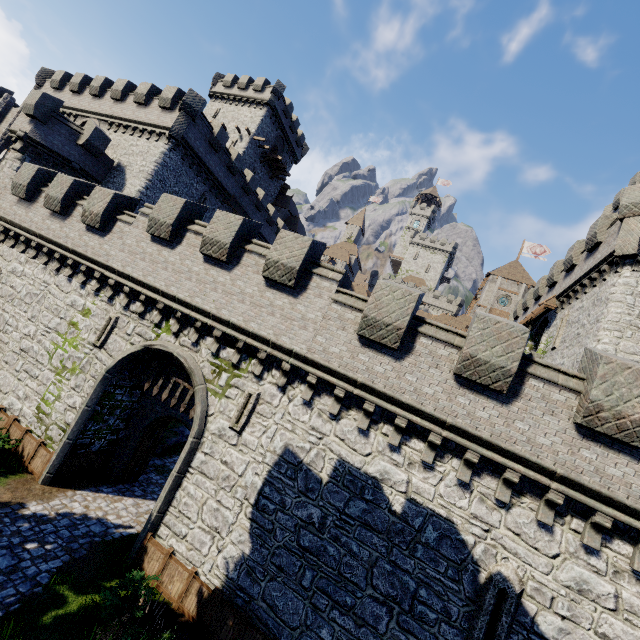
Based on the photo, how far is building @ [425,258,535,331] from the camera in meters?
47.7

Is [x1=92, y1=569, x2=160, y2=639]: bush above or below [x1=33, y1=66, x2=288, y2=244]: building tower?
below

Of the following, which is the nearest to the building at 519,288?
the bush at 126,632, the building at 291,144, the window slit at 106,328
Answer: the building at 291,144

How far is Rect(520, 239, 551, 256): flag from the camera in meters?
50.9

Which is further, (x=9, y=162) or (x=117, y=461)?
(x=9, y=162)

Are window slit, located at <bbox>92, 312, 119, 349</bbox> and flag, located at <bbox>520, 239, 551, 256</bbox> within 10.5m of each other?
no

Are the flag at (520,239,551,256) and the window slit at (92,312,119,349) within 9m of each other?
no

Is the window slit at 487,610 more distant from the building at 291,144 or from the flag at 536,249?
the flag at 536,249
